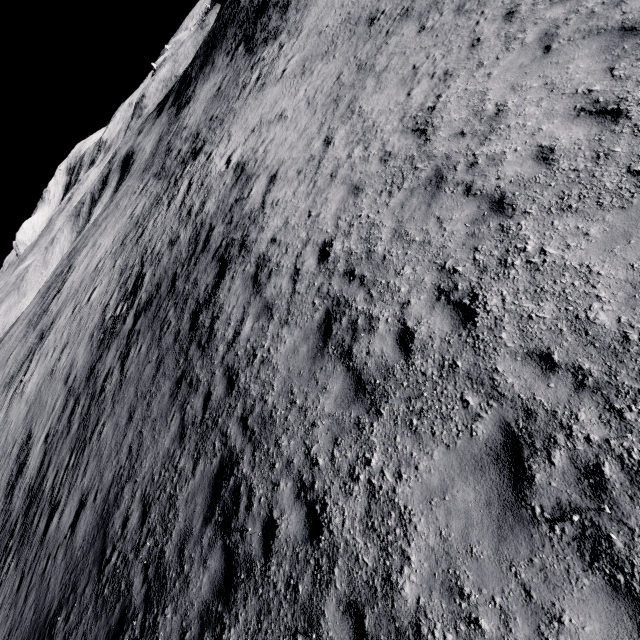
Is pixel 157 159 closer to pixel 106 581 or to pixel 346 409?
pixel 106 581
